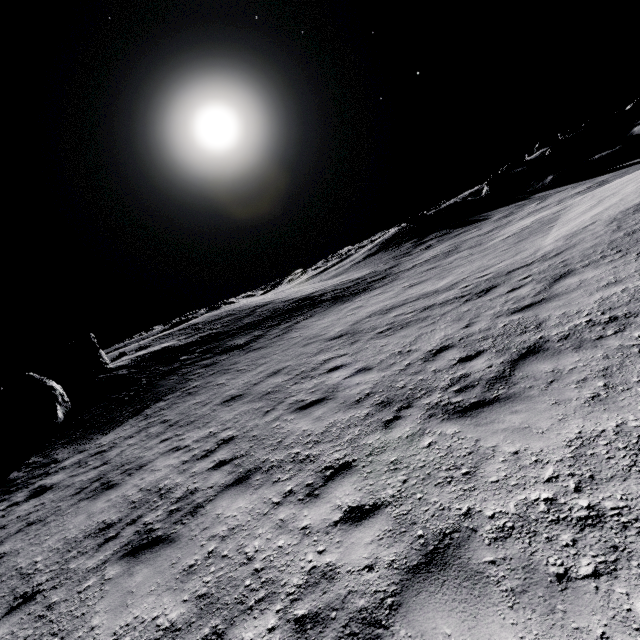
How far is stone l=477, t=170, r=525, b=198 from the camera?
38.6m

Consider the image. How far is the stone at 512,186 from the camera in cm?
3862

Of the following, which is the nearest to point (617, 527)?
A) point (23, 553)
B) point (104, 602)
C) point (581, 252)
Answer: point (104, 602)
